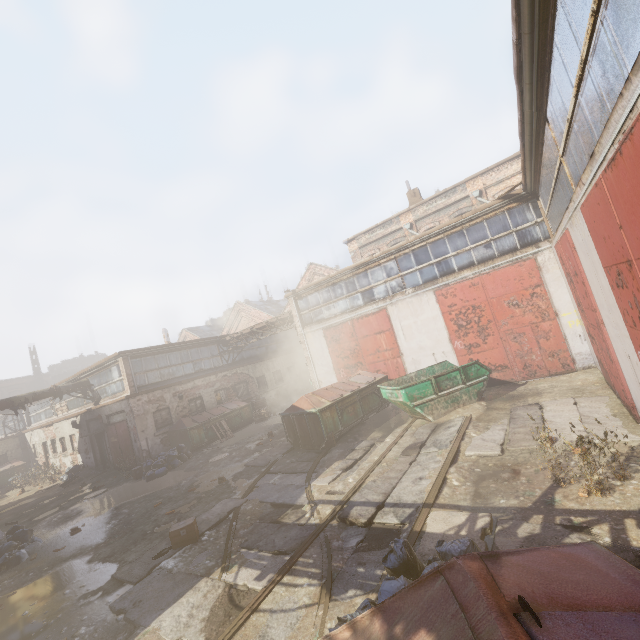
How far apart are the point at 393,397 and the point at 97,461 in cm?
1939

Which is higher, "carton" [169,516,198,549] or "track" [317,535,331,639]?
"carton" [169,516,198,549]

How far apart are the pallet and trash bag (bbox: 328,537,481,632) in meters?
16.6 m

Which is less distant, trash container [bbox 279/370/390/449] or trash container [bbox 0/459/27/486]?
trash container [bbox 279/370/390/449]

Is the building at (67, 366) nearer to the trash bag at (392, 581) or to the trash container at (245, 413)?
the trash container at (245, 413)

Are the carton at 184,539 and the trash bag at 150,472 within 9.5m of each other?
yes

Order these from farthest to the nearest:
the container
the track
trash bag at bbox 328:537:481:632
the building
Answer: the building
the container
the track
trash bag at bbox 328:537:481:632

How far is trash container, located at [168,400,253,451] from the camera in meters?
17.0
